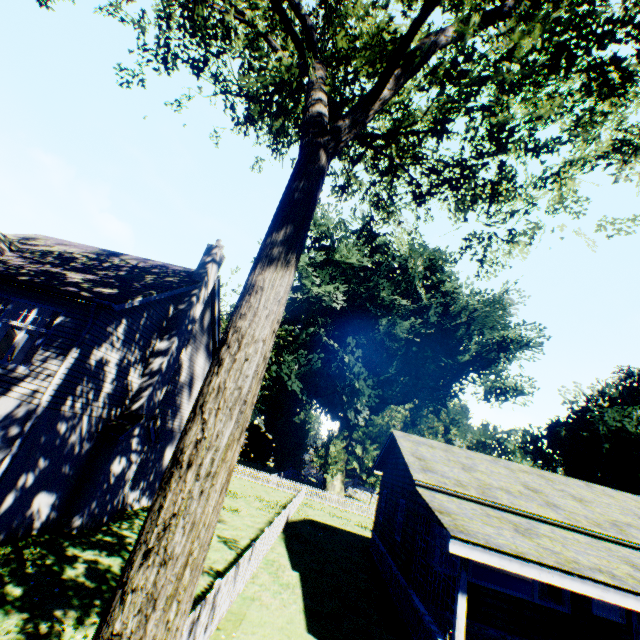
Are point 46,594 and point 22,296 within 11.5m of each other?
yes

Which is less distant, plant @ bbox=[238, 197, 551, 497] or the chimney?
the chimney

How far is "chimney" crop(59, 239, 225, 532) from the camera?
11.1 meters

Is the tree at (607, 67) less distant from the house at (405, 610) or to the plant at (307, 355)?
the plant at (307, 355)

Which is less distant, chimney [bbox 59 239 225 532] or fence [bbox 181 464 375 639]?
fence [bbox 181 464 375 639]

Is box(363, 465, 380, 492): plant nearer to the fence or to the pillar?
the fence

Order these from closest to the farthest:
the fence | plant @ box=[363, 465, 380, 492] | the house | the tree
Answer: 1. the tree
2. the fence
3. the house
4. plant @ box=[363, 465, 380, 492]

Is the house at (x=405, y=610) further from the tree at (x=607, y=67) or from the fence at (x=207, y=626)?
the tree at (x=607, y=67)
